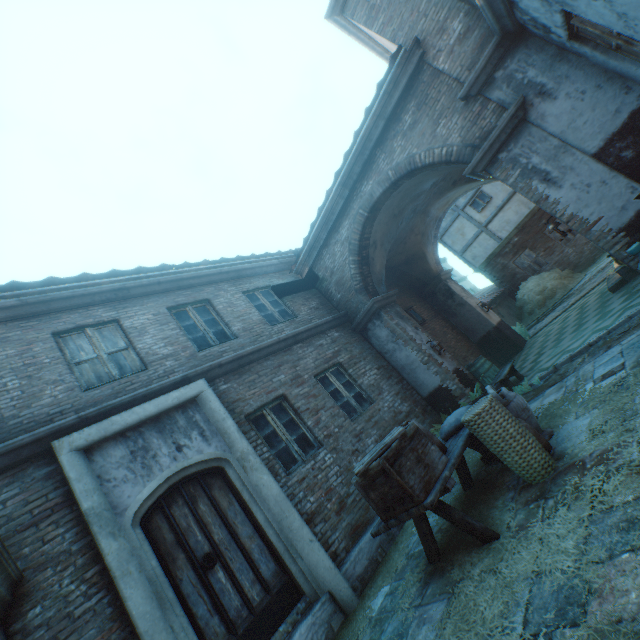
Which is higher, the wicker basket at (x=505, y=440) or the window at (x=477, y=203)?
the window at (x=477, y=203)

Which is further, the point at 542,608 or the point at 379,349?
the point at 379,349

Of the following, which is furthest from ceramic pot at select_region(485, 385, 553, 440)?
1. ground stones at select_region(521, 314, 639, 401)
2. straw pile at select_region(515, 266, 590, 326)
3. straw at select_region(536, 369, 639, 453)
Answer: straw pile at select_region(515, 266, 590, 326)

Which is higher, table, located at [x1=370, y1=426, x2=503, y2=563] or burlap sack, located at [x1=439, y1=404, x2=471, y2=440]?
burlap sack, located at [x1=439, y1=404, x2=471, y2=440]

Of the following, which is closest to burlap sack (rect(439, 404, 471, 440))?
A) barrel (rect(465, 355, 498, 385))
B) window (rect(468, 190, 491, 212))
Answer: barrel (rect(465, 355, 498, 385))

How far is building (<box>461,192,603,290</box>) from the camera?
15.98m

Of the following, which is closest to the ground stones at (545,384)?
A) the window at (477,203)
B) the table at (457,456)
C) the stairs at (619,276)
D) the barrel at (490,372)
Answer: the barrel at (490,372)

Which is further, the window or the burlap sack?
the window
